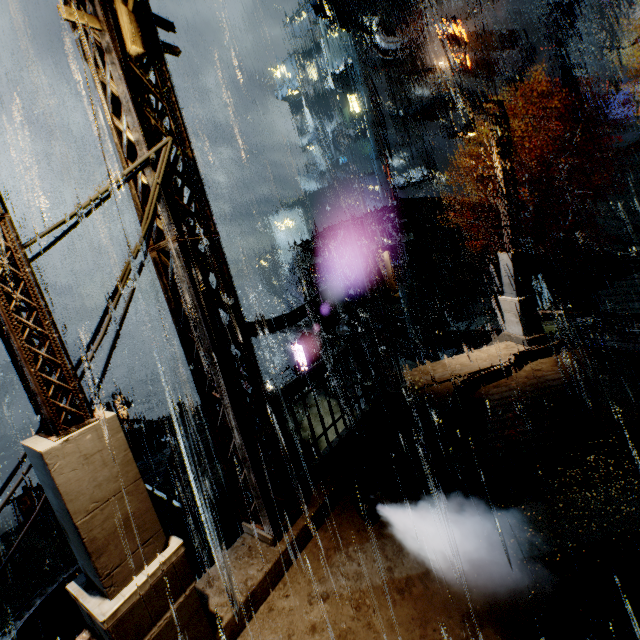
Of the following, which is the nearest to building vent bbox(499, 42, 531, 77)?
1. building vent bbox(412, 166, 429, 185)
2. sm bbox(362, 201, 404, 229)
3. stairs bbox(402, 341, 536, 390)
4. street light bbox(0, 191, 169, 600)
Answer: building vent bbox(412, 166, 429, 185)

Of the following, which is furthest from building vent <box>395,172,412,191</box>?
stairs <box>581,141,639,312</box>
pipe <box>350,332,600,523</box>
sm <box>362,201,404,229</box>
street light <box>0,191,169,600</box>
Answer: street light <box>0,191,169,600</box>

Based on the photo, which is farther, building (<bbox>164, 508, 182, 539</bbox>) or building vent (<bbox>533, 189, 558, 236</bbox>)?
building vent (<bbox>533, 189, 558, 236</bbox>)

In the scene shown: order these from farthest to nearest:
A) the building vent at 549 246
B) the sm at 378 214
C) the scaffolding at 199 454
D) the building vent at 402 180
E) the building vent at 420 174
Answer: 1. the building vent at 402 180
2. the building vent at 420 174
3. the building vent at 549 246
4. the sm at 378 214
5. the scaffolding at 199 454

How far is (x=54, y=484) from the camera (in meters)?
2.86

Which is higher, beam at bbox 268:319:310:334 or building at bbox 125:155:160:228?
building at bbox 125:155:160:228

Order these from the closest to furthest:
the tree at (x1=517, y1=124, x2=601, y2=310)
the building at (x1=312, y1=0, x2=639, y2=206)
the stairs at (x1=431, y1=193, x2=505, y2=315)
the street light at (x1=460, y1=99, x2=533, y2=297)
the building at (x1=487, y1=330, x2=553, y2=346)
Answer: the street light at (x1=460, y1=99, x2=533, y2=297), the building at (x1=487, y1=330, x2=553, y2=346), the tree at (x1=517, y1=124, x2=601, y2=310), the stairs at (x1=431, y1=193, x2=505, y2=315), the building at (x1=312, y1=0, x2=639, y2=206)

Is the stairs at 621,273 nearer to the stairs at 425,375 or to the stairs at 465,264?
the stairs at 465,264
